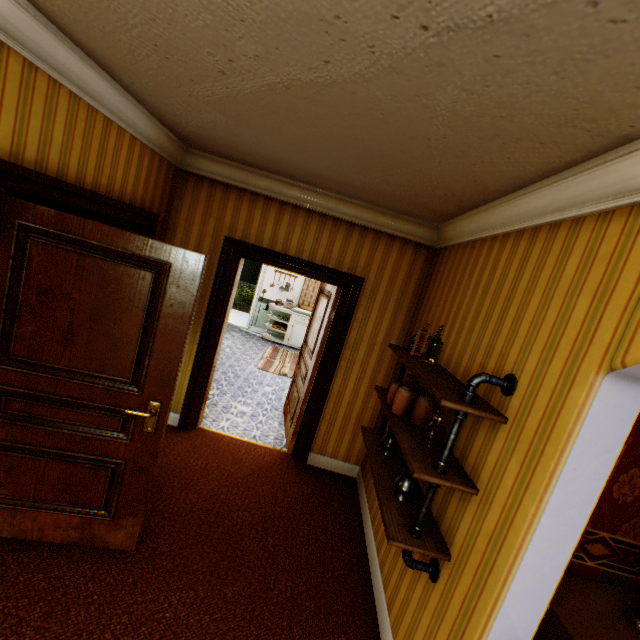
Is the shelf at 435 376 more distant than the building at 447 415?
No

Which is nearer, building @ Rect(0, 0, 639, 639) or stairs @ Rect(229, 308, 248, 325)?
Answer: building @ Rect(0, 0, 639, 639)

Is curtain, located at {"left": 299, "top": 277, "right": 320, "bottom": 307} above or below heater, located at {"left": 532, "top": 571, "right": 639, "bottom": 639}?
above

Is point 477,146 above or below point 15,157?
above

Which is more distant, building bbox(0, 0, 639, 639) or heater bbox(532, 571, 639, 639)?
heater bbox(532, 571, 639, 639)

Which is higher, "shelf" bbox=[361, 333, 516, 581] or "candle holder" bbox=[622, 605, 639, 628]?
"shelf" bbox=[361, 333, 516, 581]

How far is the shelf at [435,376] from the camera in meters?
1.7 m

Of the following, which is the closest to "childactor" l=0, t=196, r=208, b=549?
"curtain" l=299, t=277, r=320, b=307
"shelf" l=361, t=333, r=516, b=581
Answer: "shelf" l=361, t=333, r=516, b=581
